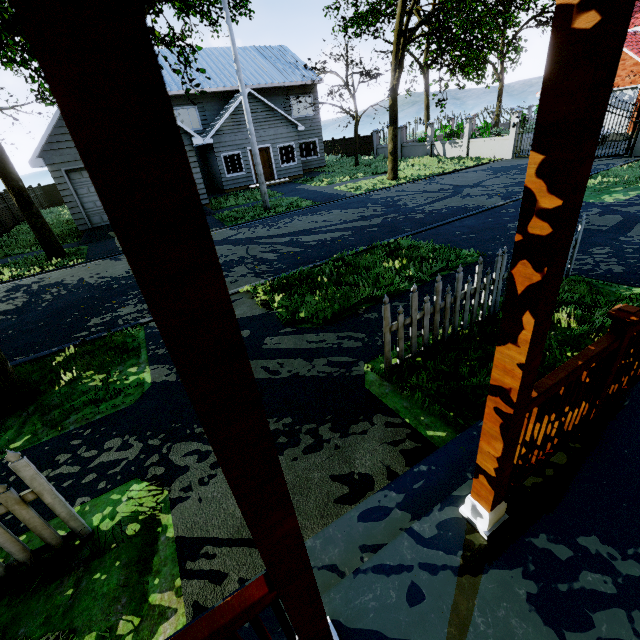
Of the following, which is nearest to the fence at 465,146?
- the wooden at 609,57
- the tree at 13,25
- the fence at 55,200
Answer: the tree at 13,25

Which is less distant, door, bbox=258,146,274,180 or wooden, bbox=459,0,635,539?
wooden, bbox=459,0,635,539

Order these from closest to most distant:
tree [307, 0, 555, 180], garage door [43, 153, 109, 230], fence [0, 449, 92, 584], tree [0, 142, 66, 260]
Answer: fence [0, 449, 92, 584]
tree [0, 142, 66, 260]
tree [307, 0, 555, 180]
garage door [43, 153, 109, 230]

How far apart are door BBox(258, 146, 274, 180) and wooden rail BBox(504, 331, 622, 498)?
23.54m

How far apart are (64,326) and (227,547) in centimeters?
677cm

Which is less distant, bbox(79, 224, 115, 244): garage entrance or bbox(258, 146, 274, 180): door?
bbox(79, 224, 115, 244): garage entrance

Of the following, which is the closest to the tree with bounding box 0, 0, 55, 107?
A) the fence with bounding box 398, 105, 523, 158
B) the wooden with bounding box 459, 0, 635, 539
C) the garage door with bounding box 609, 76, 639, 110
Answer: the fence with bounding box 398, 105, 523, 158

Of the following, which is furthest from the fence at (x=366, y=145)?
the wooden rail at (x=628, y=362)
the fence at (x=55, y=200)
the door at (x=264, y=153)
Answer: the fence at (x=55, y=200)
